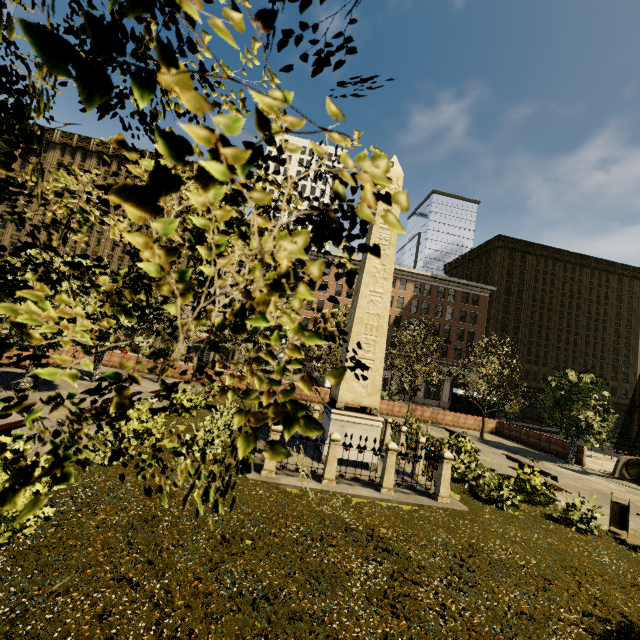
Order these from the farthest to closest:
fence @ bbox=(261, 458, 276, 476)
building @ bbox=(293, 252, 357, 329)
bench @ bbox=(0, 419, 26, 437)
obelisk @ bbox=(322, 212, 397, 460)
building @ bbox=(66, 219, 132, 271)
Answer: building @ bbox=(293, 252, 357, 329) → building @ bbox=(66, 219, 132, 271) → obelisk @ bbox=(322, 212, 397, 460) → fence @ bbox=(261, 458, 276, 476) → bench @ bbox=(0, 419, 26, 437)

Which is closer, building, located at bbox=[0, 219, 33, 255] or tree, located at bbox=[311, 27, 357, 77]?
tree, located at bbox=[311, 27, 357, 77]

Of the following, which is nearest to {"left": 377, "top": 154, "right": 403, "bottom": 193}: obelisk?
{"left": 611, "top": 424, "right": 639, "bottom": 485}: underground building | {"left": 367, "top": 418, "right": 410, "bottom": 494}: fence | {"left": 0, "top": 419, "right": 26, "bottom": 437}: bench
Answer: {"left": 367, "top": 418, "right": 410, "bottom": 494}: fence

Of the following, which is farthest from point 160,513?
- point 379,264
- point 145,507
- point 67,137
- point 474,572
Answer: point 67,137

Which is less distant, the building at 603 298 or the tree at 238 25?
the tree at 238 25

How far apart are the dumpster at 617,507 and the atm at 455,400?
18.77m

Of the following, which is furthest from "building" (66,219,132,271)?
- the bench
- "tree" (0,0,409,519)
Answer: the bench

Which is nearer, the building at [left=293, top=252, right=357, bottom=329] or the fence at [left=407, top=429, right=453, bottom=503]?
the fence at [left=407, top=429, right=453, bottom=503]
